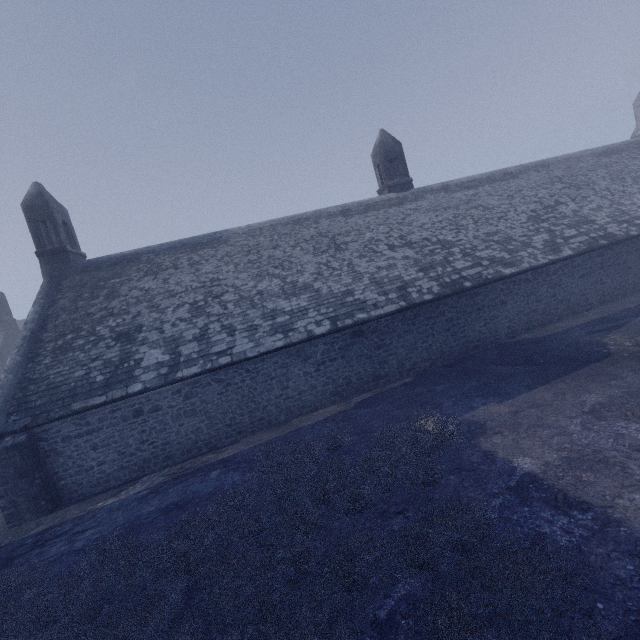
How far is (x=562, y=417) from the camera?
7.6m
